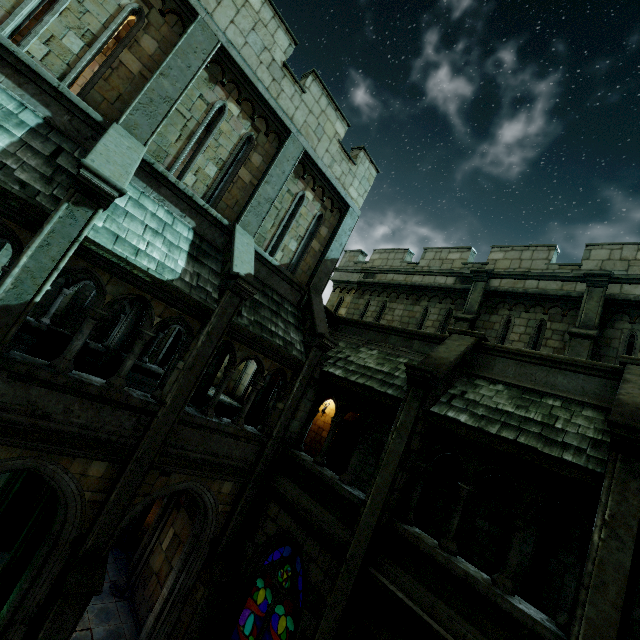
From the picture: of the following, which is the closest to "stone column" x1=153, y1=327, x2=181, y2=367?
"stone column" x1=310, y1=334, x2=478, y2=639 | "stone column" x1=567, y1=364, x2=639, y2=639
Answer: "stone column" x1=310, y1=334, x2=478, y2=639

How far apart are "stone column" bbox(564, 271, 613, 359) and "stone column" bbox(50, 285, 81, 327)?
22.9 meters

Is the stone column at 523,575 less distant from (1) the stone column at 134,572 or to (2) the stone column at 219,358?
(1) the stone column at 134,572

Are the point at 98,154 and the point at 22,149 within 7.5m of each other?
yes

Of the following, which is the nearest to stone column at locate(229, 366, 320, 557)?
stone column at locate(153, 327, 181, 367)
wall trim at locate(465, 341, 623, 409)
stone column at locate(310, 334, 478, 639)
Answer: wall trim at locate(465, 341, 623, 409)

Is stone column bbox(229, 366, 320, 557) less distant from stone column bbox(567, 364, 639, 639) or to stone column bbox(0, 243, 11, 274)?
stone column bbox(567, 364, 639, 639)

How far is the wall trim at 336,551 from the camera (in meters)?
6.82

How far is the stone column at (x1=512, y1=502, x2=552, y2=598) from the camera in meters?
7.8
